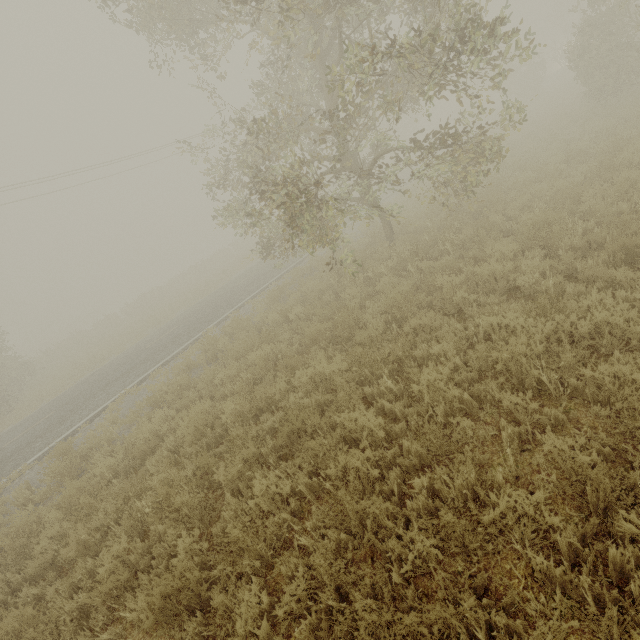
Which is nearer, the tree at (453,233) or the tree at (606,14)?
the tree at (453,233)

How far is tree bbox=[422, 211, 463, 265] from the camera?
8.2 meters

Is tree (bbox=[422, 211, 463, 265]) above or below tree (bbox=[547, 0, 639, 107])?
below

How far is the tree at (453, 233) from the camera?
8.2 meters

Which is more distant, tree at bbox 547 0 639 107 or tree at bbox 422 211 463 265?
tree at bbox 547 0 639 107

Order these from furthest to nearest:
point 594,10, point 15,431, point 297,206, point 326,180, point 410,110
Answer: point 410,110
point 326,180
point 594,10
point 15,431
point 297,206
